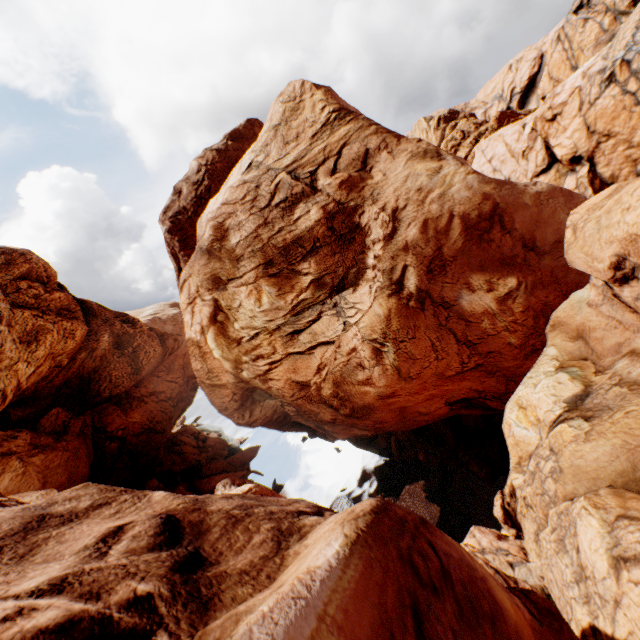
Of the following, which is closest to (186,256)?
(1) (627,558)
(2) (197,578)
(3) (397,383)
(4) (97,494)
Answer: (3) (397,383)
